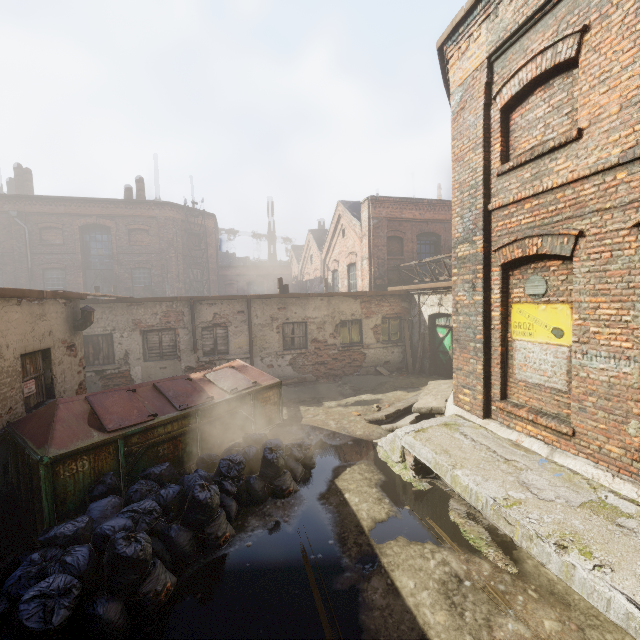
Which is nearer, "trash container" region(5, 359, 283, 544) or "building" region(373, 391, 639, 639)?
"building" region(373, 391, 639, 639)

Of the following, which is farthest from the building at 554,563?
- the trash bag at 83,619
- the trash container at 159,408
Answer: the trash container at 159,408

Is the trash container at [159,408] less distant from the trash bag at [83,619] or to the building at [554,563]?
the trash bag at [83,619]

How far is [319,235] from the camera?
27.39m

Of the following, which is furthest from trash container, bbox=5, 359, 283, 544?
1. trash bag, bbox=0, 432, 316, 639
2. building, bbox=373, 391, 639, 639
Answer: building, bbox=373, 391, 639, 639

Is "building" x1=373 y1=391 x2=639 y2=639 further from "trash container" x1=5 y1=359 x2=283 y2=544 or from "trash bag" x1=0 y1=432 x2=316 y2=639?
"trash container" x1=5 y1=359 x2=283 y2=544
